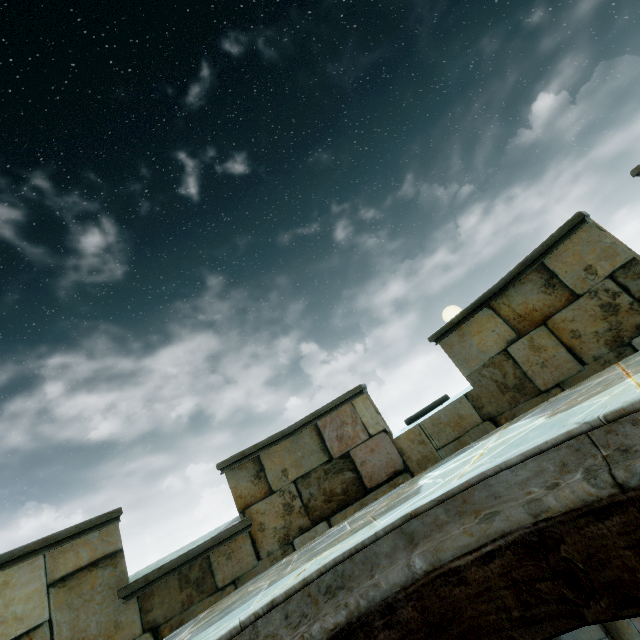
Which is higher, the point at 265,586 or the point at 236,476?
the point at 236,476
